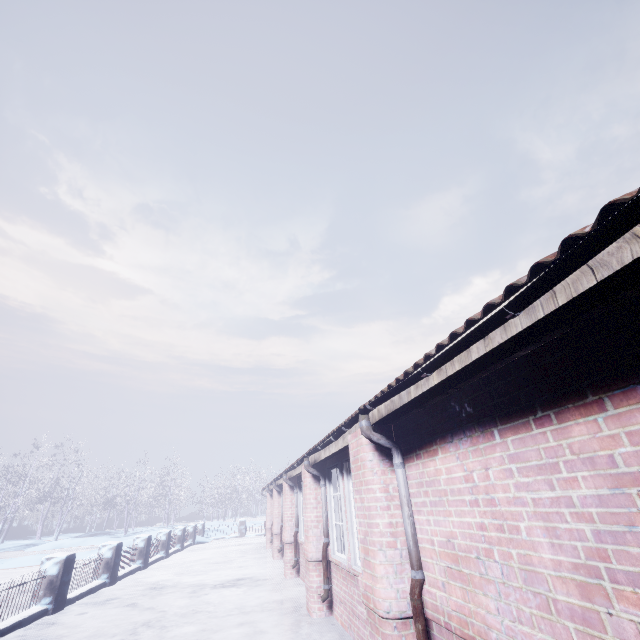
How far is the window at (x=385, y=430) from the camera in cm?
323

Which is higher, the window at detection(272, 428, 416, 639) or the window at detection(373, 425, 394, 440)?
the window at detection(373, 425, 394, 440)

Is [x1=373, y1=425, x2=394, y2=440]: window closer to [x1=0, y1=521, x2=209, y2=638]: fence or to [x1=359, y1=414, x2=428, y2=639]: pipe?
[x1=359, y1=414, x2=428, y2=639]: pipe

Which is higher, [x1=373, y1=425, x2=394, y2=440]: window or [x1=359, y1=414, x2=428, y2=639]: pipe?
[x1=373, y1=425, x2=394, y2=440]: window

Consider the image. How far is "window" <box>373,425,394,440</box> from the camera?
3.23m

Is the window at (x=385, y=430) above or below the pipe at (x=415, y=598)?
above

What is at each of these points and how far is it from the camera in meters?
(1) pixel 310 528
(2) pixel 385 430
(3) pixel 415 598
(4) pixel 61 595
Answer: (1) window, 5.5 m
(2) window, 3.3 m
(3) pipe, 2.5 m
(4) fence, 6.2 m

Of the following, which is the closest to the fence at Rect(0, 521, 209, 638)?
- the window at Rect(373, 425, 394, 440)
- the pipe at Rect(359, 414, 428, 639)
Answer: the window at Rect(373, 425, 394, 440)
